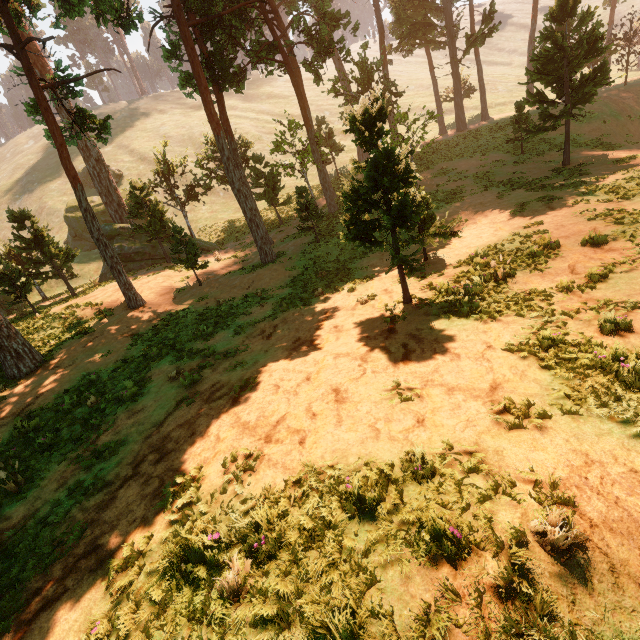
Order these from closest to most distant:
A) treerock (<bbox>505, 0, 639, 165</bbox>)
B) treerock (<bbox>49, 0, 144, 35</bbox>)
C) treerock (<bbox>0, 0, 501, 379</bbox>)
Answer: treerock (<bbox>0, 0, 501, 379</bbox>)
treerock (<bbox>49, 0, 144, 35</bbox>)
treerock (<bbox>505, 0, 639, 165</bbox>)

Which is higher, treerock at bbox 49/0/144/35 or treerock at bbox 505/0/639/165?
Answer: treerock at bbox 49/0/144/35

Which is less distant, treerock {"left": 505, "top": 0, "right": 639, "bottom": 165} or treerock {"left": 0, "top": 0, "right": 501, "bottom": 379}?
treerock {"left": 0, "top": 0, "right": 501, "bottom": 379}

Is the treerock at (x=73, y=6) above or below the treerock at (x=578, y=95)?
above

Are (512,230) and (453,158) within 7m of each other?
no

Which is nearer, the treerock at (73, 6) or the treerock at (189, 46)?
the treerock at (189, 46)
